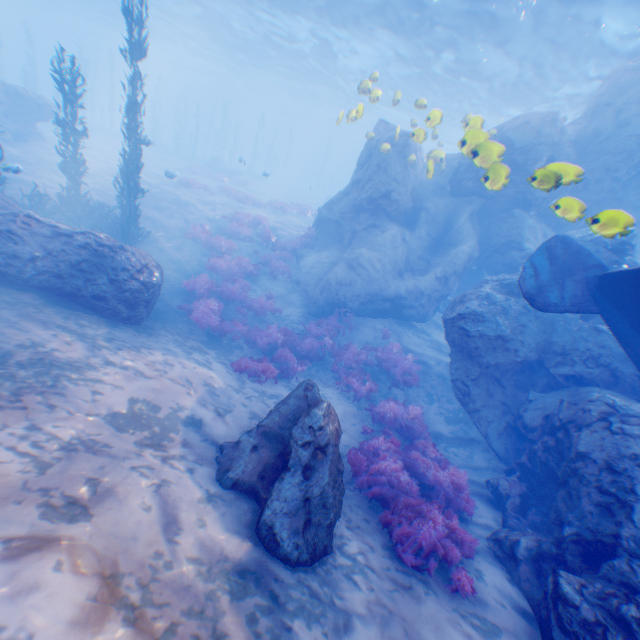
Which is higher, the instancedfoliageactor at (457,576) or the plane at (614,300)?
the plane at (614,300)

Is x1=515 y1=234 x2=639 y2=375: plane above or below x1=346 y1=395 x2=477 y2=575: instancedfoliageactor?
above

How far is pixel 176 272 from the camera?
13.48m

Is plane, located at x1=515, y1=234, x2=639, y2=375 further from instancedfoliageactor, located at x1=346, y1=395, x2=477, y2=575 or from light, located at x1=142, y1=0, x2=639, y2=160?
instancedfoliageactor, located at x1=346, y1=395, x2=477, y2=575

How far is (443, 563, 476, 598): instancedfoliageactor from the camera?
4.8m

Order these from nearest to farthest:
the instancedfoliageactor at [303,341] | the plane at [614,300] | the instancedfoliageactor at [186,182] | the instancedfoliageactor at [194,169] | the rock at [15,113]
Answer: the plane at [614,300] → the instancedfoliageactor at [303,341] → the rock at [15,113] → the instancedfoliageactor at [186,182] → the instancedfoliageactor at [194,169]

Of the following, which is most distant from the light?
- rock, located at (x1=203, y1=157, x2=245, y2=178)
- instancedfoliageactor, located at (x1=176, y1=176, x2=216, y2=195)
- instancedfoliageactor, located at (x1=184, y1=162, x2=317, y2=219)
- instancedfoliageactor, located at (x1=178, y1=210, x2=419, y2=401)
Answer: instancedfoliageactor, located at (x1=176, y1=176, x2=216, y2=195)
